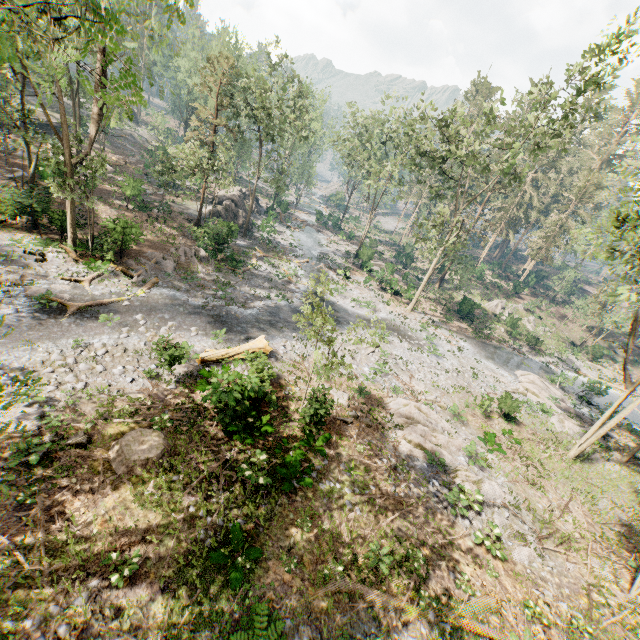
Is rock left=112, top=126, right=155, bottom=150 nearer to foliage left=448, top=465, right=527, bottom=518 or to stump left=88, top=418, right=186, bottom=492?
foliage left=448, top=465, right=527, bottom=518

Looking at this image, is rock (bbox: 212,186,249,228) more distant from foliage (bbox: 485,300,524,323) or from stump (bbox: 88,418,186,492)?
stump (bbox: 88,418,186,492)

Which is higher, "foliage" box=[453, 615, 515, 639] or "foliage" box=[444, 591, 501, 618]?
"foliage" box=[453, 615, 515, 639]

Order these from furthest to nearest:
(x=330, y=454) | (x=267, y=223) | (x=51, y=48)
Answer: (x=267, y=223) → (x=51, y=48) → (x=330, y=454)

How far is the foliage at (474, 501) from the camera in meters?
14.4

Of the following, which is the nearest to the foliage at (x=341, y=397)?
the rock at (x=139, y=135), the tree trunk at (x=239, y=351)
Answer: the rock at (x=139, y=135)

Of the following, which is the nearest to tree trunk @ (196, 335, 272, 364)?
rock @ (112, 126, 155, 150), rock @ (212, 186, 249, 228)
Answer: rock @ (212, 186, 249, 228)

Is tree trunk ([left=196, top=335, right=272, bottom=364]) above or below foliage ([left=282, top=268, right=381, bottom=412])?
above
